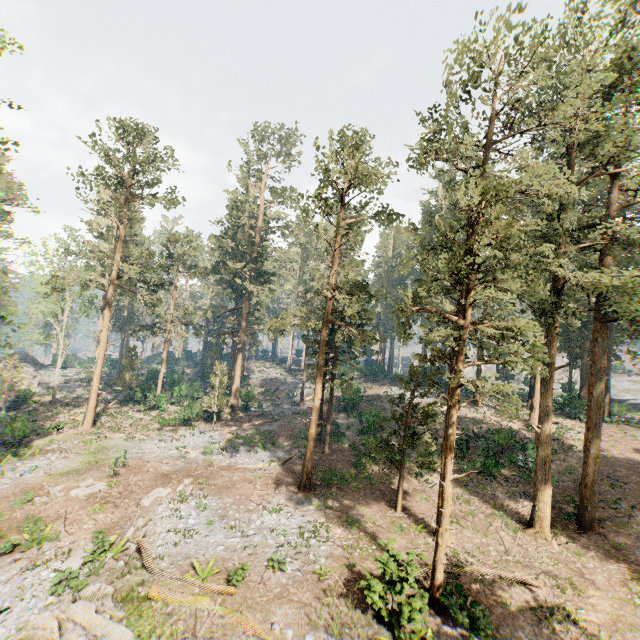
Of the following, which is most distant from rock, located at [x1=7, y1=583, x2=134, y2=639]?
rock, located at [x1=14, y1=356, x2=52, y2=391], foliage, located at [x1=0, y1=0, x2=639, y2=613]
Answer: rock, located at [x1=14, y1=356, x2=52, y2=391]

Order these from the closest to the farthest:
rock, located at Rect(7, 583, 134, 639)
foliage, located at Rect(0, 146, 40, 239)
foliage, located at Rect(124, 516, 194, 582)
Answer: rock, located at Rect(7, 583, 134, 639) → foliage, located at Rect(124, 516, 194, 582) → foliage, located at Rect(0, 146, 40, 239)

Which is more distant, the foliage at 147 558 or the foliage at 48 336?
the foliage at 48 336

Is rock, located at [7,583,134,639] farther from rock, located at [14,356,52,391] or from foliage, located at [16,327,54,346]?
rock, located at [14,356,52,391]

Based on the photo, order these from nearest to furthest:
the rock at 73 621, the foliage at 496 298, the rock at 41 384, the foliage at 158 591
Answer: the rock at 73 621, the foliage at 158 591, the foliage at 496 298, the rock at 41 384

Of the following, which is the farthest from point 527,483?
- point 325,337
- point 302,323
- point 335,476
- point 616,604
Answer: point 302,323
